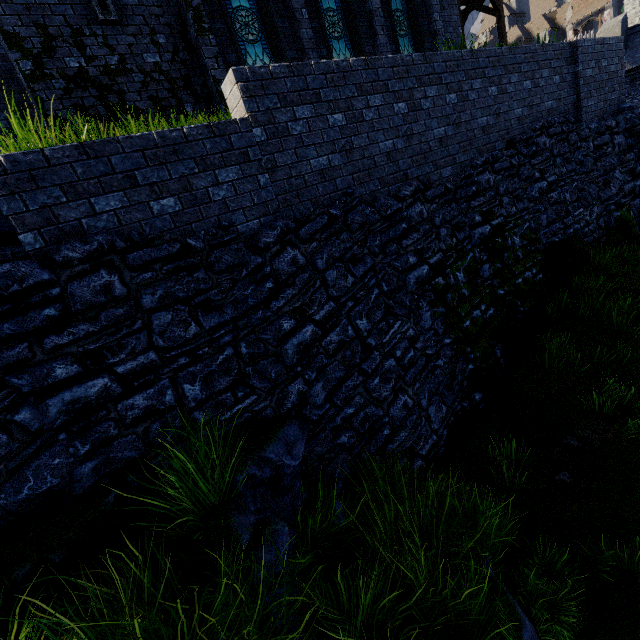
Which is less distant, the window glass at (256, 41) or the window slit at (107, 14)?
the window slit at (107, 14)

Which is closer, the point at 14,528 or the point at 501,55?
the point at 14,528

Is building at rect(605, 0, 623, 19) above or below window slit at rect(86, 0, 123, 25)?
above

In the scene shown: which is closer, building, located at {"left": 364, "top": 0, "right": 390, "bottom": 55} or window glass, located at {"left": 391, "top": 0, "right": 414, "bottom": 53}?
building, located at {"left": 364, "top": 0, "right": 390, "bottom": 55}

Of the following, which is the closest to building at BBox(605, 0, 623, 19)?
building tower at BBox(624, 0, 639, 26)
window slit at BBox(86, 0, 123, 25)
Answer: building tower at BBox(624, 0, 639, 26)

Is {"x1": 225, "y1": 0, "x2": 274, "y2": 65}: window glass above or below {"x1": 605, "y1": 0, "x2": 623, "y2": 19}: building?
below

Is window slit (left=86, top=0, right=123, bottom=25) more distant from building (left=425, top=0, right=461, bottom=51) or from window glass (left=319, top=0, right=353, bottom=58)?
window glass (left=319, top=0, right=353, bottom=58)

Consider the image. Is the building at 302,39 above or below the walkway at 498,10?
below
